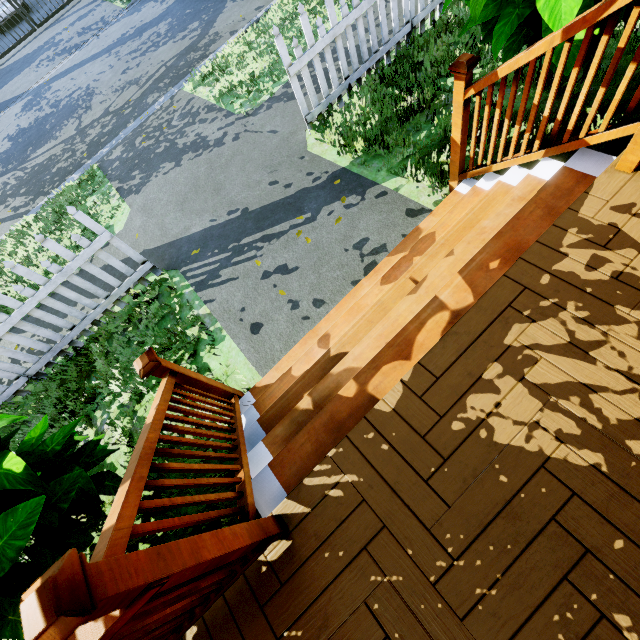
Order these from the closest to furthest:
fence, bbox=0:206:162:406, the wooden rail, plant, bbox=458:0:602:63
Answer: the wooden rail
plant, bbox=458:0:602:63
fence, bbox=0:206:162:406

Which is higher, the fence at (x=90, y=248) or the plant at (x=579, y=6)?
the plant at (x=579, y=6)

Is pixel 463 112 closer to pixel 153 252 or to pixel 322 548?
pixel 322 548

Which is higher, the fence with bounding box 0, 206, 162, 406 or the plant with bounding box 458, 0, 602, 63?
the plant with bounding box 458, 0, 602, 63

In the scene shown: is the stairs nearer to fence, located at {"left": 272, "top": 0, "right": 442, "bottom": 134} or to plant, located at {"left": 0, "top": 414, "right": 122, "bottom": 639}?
plant, located at {"left": 0, "top": 414, "right": 122, "bottom": 639}

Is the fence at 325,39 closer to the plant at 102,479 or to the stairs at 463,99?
the plant at 102,479
